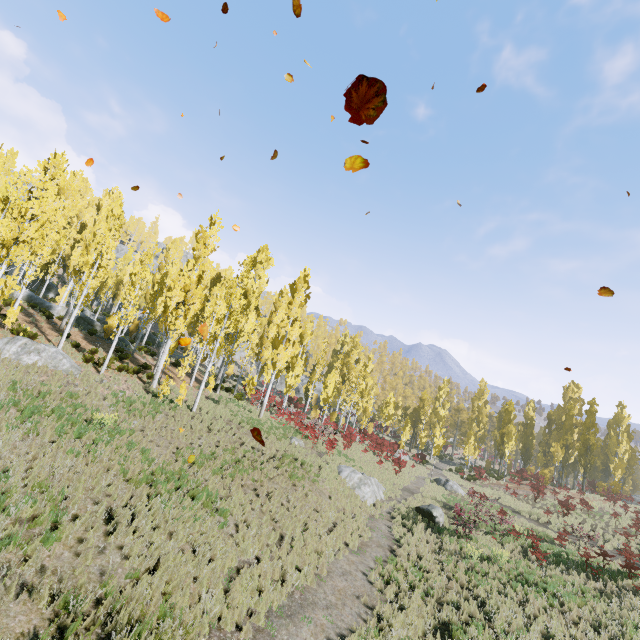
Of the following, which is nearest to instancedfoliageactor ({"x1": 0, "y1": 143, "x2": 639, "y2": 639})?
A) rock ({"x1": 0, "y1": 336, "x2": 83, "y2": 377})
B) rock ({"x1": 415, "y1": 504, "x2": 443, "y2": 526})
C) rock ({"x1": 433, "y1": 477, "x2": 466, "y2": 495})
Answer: rock ({"x1": 0, "y1": 336, "x2": 83, "y2": 377})

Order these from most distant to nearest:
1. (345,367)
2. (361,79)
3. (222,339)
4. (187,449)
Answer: (345,367), (222,339), (187,449), (361,79)

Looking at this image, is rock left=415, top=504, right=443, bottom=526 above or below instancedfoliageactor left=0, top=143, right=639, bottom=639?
below

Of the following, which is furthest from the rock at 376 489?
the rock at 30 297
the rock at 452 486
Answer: the rock at 452 486

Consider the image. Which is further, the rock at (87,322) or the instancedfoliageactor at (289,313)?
the rock at (87,322)

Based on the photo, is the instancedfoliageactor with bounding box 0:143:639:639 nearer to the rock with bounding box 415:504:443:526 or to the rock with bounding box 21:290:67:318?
the rock with bounding box 21:290:67:318

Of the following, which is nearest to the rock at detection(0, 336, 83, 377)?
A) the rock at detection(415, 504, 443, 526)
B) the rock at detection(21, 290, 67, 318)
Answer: the rock at detection(21, 290, 67, 318)

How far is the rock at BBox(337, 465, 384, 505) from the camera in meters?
19.2 m
